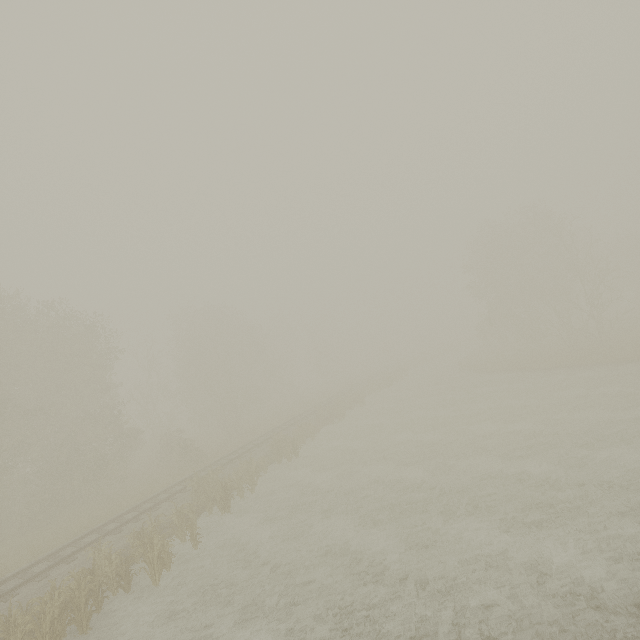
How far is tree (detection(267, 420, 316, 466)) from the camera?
21.91m

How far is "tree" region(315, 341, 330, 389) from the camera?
58.50m

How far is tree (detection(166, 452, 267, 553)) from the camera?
14.3m

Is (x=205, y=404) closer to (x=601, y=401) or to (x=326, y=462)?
(x=326, y=462)

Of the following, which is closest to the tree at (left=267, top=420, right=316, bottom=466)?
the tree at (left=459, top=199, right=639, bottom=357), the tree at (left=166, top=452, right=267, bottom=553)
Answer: the tree at (left=166, top=452, right=267, bottom=553)

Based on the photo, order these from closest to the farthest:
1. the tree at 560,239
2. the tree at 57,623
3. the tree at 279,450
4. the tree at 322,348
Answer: the tree at 57,623
the tree at 279,450
the tree at 560,239
the tree at 322,348

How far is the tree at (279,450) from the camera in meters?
21.9 m

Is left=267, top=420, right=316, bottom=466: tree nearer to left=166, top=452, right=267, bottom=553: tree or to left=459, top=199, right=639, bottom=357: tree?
left=166, top=452, right=267, bottom=553: tree
